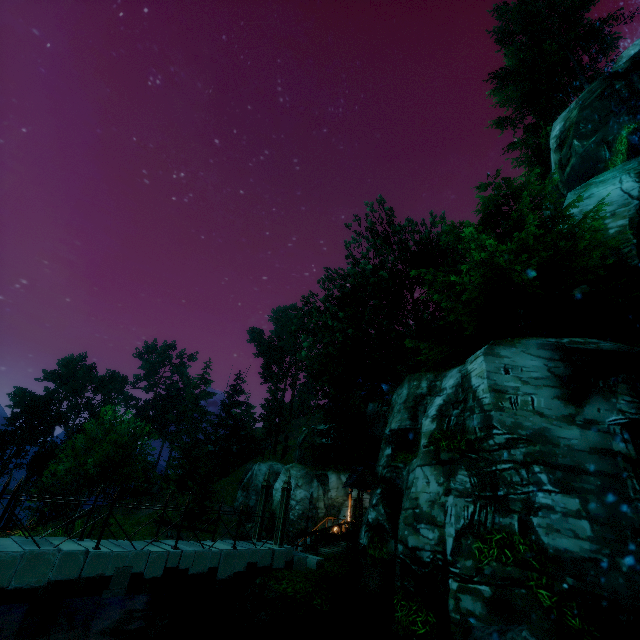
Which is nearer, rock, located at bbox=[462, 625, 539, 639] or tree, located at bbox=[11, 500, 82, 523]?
rock, located at bbox=[462, 625, 539, 639]

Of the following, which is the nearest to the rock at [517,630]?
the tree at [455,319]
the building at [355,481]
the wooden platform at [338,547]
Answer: the tree at [455,319]

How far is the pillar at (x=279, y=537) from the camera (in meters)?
12.74

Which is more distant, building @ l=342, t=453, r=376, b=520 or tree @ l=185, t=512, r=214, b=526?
tree @ l=185, t=512, r=214, b=526

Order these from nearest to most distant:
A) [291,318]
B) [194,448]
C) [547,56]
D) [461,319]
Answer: [461,319]
[547,56]
[194,448]
[291,318]

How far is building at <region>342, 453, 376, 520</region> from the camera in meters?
21.3

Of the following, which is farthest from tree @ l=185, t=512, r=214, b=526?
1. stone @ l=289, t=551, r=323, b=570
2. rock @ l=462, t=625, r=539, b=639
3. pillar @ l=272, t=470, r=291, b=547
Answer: rock @ l=462, t=625, r=539, b=639

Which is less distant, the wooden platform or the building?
the wooden platform
